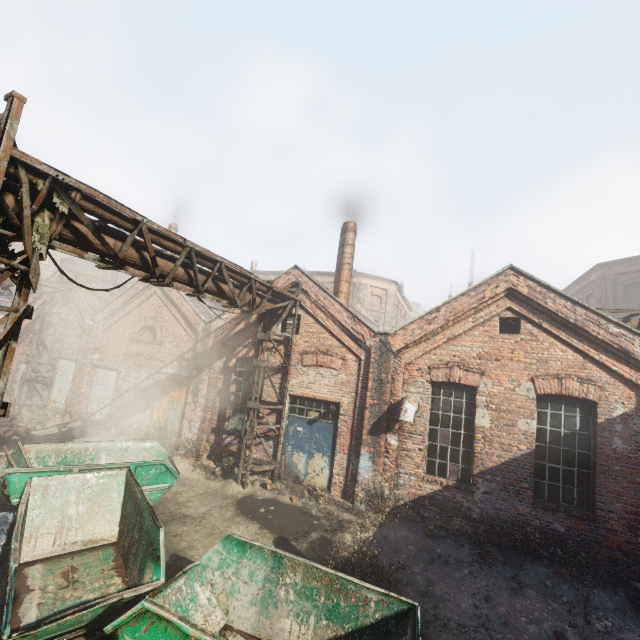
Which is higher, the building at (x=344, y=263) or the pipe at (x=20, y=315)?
the building at (x=344, y=263)

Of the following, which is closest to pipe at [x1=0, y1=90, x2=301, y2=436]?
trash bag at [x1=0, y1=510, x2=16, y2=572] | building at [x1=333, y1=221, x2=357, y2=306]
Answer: trash bag at [x1=0, y1=510, x2=16, y2=572]

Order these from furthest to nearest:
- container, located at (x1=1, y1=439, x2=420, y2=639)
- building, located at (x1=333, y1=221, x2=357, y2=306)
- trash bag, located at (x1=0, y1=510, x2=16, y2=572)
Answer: building, located at (x1=333, y1=221, x2=357, y2=306), trash bag, located at (x1=0, y1=510, x2=16, y2=572), container, located at (x1=1, y1=439, x2=420, y2=639)

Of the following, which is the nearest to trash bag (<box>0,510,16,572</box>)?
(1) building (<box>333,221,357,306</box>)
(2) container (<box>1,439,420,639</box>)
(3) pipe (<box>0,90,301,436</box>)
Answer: (2) container (<box>1,439,420,639</box>)

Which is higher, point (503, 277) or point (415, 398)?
point (503, 277)

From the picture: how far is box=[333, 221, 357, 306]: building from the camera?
13.4m

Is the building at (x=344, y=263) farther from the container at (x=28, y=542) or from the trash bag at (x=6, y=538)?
the trash bag at (x=6, y=538)
